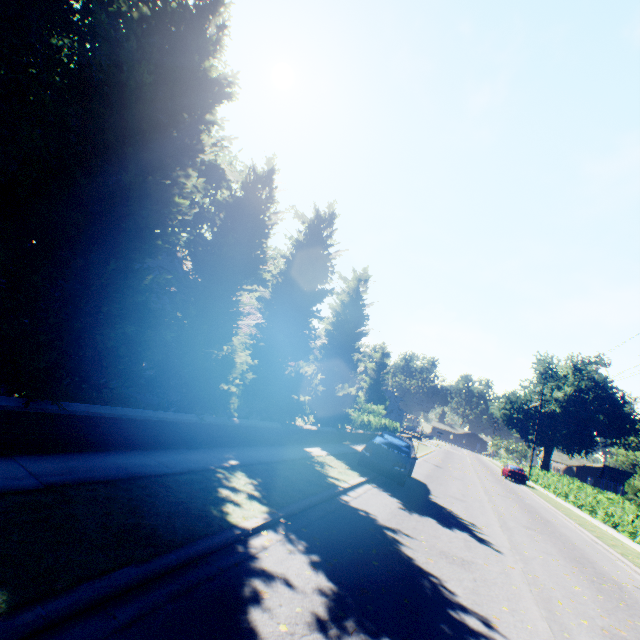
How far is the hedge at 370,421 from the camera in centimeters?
2381cm

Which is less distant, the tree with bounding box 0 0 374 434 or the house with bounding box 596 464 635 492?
the tree with bounding box 0 0 374 434

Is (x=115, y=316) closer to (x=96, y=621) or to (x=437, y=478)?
(x=96, y=621)

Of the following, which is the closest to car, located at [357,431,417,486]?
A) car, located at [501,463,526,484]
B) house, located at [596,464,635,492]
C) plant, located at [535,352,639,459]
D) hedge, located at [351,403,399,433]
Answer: hedge, located at [351,403,399,433]

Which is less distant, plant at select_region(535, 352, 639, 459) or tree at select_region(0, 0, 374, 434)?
tree at select_region(0, 0, 374, 434)

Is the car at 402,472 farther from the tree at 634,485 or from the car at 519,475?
the car at 519,475

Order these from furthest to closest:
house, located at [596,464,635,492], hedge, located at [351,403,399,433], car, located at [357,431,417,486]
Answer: house, located at [596,464,635,492], hedge, located at [351,403,399,433], car, located at [357,431,417,486]

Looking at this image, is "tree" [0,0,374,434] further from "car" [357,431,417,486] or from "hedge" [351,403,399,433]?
"car" [357,431,417,486]
